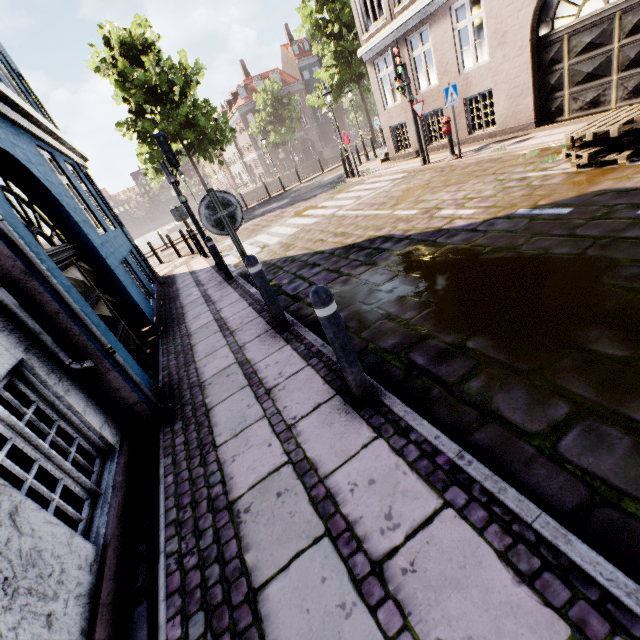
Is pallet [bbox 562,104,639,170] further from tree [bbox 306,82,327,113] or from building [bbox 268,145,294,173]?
building [bbox 268,145,294,173]

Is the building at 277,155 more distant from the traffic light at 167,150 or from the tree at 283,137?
the traffic light at 167,150

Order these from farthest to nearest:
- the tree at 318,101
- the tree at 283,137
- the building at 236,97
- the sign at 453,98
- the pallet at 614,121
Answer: the building at 236,97
the tree at 283,137
the tree at 318,101
the sign at 453,98
the pallet at 614,121

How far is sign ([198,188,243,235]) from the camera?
3.87m

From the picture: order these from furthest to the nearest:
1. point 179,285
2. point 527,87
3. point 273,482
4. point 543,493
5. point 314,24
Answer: point 314,24 < point 179,285 < point 527,87 < point 273,482 < point 543,493

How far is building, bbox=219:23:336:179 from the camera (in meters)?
49.62

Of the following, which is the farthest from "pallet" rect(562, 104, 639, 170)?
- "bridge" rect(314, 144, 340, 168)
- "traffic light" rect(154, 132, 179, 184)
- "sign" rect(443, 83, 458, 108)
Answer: "bridge" rect(314, 144, 340, 168)
